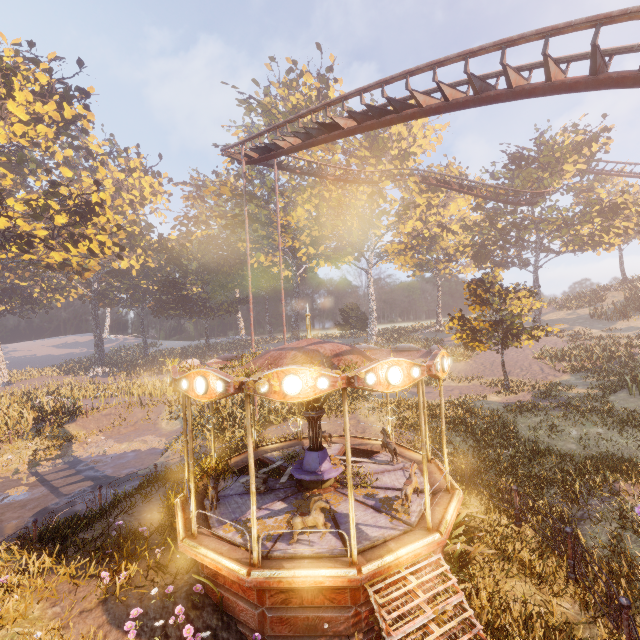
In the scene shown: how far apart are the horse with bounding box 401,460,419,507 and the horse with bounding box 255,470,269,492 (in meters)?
3.66

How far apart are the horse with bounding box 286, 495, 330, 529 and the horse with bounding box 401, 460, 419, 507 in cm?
194

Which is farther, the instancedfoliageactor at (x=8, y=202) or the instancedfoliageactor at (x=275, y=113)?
the instancedfoliageactor at (x=275, y=113)

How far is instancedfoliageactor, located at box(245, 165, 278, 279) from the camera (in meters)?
40.03

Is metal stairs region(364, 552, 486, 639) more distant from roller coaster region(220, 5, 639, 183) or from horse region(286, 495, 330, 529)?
roller coaster region(220, 5, 639, 183)

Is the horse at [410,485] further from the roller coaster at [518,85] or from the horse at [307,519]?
the roller coaster at [518,85]

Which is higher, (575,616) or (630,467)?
(630,467)
